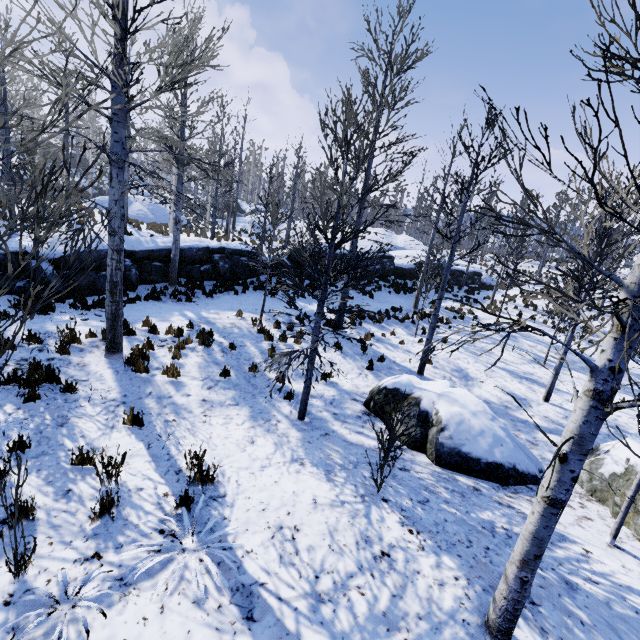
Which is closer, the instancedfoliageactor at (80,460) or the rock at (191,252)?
Answer: the instancedfoliageactor at (80,460)

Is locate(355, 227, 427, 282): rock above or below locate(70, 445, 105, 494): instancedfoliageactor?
above

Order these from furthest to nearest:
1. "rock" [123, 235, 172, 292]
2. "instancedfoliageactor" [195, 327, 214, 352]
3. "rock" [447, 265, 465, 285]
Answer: "rock" [447, 265, 465, 285] < "rock" [123, 235, 172, 292] < "instancedfoliageactor" [195, 327, 214, 352]

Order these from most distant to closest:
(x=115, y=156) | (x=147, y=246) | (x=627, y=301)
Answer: (x=147, y=246) → (x=115, y=156) → (x=627, y=301)

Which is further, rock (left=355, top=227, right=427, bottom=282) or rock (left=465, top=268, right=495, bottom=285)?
rock (left=465, top=268, right=495, bottom=285)

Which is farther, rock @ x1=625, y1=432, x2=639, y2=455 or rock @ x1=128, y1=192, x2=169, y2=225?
rock @ x1=128, y1=192, x2=169, y2=225

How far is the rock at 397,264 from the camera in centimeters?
2217cm

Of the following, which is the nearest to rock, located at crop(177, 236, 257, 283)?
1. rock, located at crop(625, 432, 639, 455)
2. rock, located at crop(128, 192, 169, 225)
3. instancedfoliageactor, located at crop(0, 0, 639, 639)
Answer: instancedfoliageactor, located at crop(0, 0, 639, 639)
